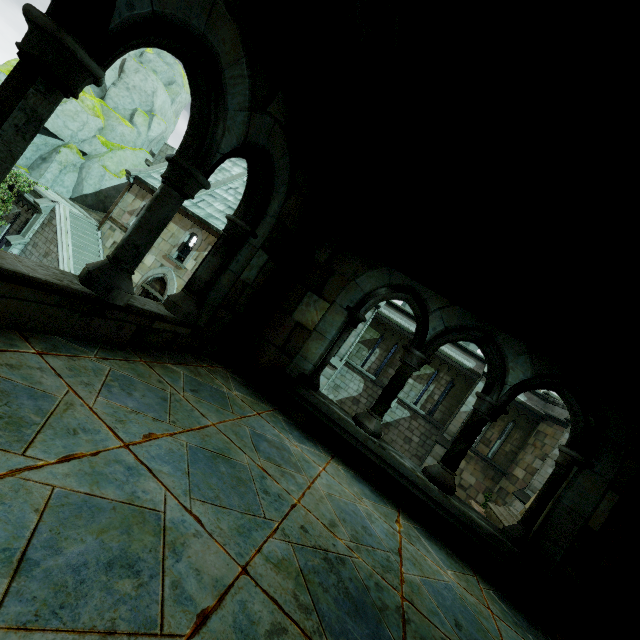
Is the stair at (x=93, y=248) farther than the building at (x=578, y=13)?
Answer: Yes

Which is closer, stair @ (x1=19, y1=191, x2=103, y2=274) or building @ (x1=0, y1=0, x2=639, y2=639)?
building @ (x1=0, y1=0, x2=639, y2=639)

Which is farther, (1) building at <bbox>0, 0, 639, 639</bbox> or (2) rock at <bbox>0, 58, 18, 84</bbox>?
(2) rock at <bbox>0, 58, 18, 84</bbox>

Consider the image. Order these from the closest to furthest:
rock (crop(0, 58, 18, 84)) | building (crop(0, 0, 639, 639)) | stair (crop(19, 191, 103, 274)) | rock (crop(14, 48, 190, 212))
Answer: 1. building (crop(0, 0, 639, 639))
2. stair (crop(19, 191, 103, 274))
3. rock (crop(0, 58, 18, 84))
4. rock (crop(14, 48, 190, 212))

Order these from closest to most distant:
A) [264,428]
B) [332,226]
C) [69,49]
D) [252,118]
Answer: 1. [69,49]
2. [252,118]
3. [264,428]
4. [332,226]

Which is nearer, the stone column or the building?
the building

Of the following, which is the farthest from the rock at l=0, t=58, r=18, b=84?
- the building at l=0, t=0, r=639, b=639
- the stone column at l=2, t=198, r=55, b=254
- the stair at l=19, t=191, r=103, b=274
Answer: the stone column at l=2, t=198, r=55, b=254

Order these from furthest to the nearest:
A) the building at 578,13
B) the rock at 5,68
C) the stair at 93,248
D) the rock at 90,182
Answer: the rock at 90,182, the rock at 5,68, the stair at 93,248, the building at 578,13
